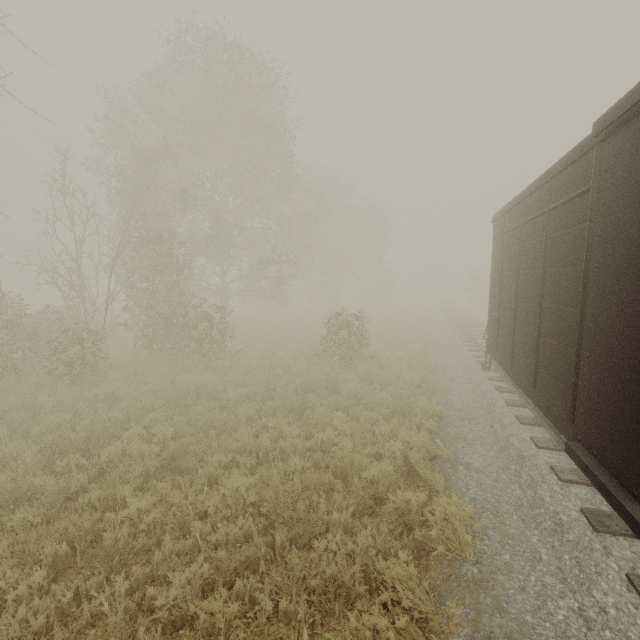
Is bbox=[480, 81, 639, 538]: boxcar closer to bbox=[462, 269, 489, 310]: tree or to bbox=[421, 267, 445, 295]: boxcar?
bbox=[462, 269, 489, 310]: tree

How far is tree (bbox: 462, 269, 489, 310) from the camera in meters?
31.4 m

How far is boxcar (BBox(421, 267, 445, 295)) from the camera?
52.8 meters

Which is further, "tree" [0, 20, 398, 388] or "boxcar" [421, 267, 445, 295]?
"boxcar" [421, 267, 445, 295]

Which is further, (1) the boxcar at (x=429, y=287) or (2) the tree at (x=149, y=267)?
(1) the boxcar at (x=429, y=287)

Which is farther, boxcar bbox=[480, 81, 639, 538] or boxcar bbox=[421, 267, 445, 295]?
boxcar bbox=[421, 267, 445, 295]

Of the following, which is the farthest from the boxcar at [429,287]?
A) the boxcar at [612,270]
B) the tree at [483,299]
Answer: the boxcar at [612,270]

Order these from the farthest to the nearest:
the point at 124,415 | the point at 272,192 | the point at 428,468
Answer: the point at 272,192
the point at 124,415
the point at 428,468
